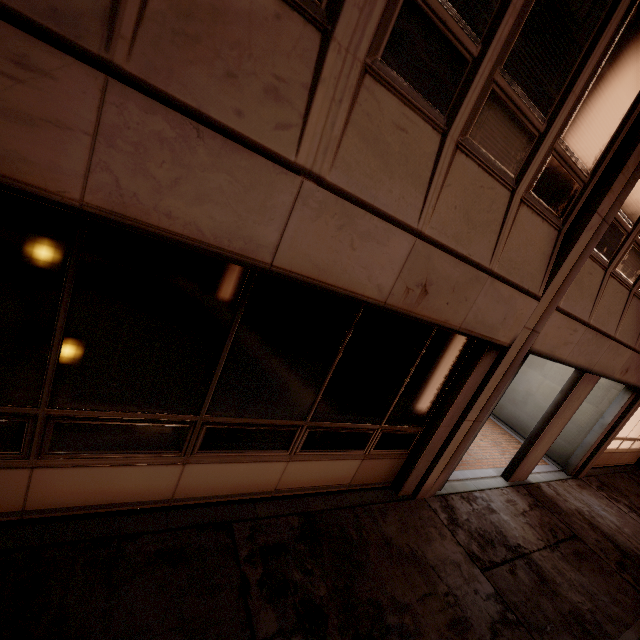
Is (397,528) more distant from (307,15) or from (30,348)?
(307,15)
